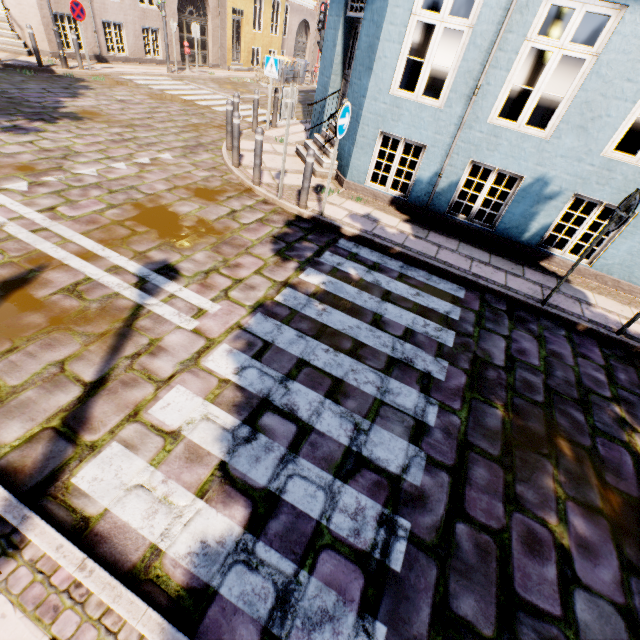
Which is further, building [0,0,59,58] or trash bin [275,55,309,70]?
trash bin [275,55,309,70]

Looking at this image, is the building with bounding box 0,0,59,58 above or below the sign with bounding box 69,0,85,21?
below

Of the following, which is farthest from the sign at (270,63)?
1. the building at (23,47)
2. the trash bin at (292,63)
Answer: the trash bin at (292,63)

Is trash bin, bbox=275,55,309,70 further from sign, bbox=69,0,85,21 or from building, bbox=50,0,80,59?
sign, bbox=69,0,85,21

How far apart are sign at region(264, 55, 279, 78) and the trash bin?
13.8 meters

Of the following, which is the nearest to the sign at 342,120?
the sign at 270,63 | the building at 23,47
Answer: the building at 23,47

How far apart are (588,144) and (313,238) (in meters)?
5.07

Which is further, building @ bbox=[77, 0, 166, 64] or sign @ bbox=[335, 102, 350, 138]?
building @ bbox=[77, 0, 166, 64]
